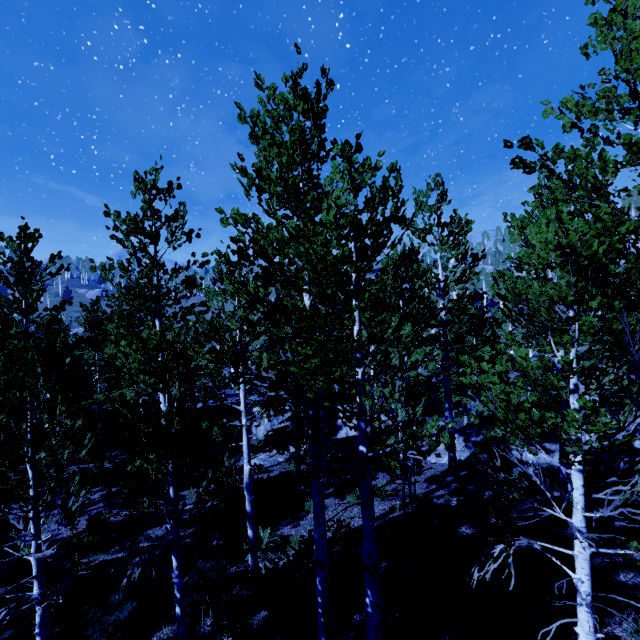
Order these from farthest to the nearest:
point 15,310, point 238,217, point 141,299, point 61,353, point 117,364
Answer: point 61,353 < point 15,310 < point 141,299 < point 117,364 < point 238,217

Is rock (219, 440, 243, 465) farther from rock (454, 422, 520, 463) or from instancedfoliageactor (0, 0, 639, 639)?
rock (454, 422, 520, 463)

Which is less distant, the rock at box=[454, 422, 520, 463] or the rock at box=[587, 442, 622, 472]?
the rock at box=[587, 442, 622, 472]

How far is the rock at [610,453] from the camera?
11.0m

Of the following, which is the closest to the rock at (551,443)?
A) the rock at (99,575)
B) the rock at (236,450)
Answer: the rock at (236,450)

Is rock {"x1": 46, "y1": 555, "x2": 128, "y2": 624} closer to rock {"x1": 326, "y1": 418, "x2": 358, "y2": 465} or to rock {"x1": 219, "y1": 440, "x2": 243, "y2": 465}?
rock {"x1": 326, "y1": 418, "x2": 358, "y2": 465}

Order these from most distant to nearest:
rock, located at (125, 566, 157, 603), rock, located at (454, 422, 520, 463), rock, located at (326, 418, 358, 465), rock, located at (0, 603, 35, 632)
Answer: rock, located at (326, 418, 358, 465) → rock, located at (454, 422, 520, 463) → rock, located at (125, 566, 157, 603) → rock, located at (0, 603, 35, 632)

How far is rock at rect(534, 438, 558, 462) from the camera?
12.8 meters
